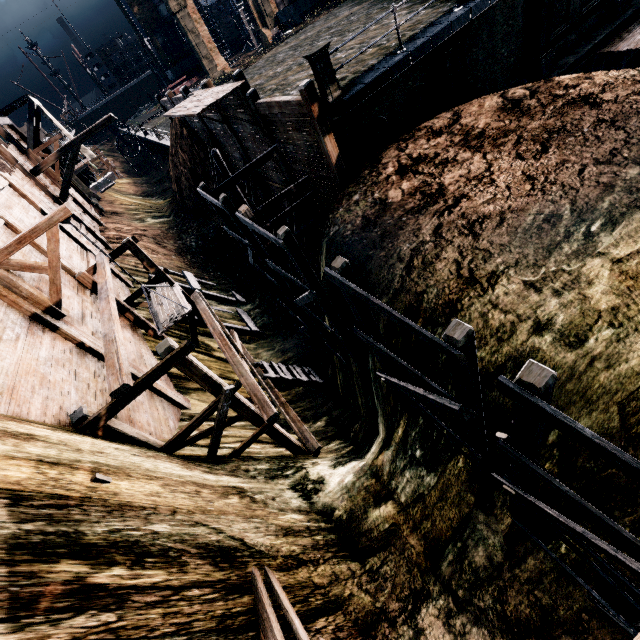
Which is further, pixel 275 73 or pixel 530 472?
pixel 275 73

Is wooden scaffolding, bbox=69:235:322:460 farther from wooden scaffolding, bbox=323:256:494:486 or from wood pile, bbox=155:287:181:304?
wooden scaffolding, bbox=323:256:494:486

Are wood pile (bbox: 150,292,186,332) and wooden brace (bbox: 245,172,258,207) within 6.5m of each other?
no

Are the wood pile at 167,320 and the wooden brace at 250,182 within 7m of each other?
no

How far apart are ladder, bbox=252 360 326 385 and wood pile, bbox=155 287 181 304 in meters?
5.4

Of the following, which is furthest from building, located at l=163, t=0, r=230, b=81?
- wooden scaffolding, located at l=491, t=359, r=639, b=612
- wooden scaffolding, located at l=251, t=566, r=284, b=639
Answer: wooden scaffolding, located at l=251, t=566, r=284, b=639

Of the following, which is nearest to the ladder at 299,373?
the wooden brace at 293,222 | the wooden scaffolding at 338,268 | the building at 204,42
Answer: the wooden brace at 293,222

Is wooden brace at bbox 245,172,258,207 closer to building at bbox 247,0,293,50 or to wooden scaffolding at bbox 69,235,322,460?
wooden scaffolding at bbox 69,235,322,460
